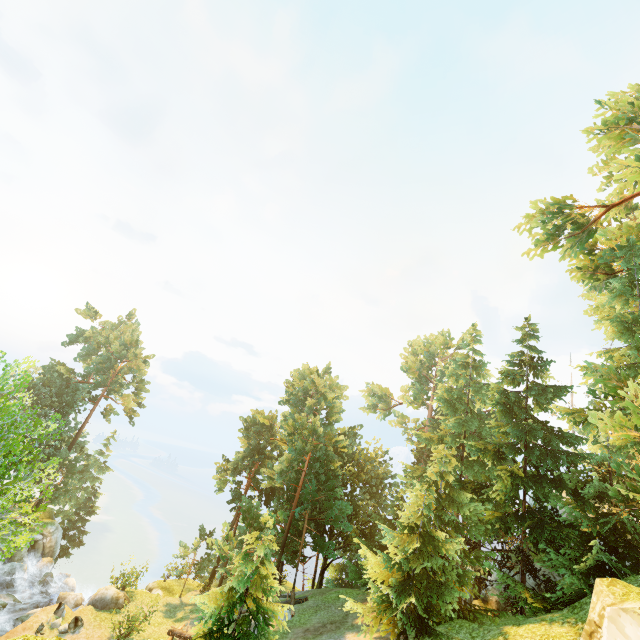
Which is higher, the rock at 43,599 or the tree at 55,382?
the tree at 55,382

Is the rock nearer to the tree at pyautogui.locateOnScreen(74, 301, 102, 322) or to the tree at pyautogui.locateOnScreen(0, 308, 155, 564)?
the tree at pyautogui.locateOnScreen(0, 308, 155, 564)

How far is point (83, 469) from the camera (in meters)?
40.53

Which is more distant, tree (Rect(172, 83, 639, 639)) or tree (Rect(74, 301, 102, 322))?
tree (Rect(74, 301, 102, 322))

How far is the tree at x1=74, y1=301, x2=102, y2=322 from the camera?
43.7m

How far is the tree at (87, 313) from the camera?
43.72m
